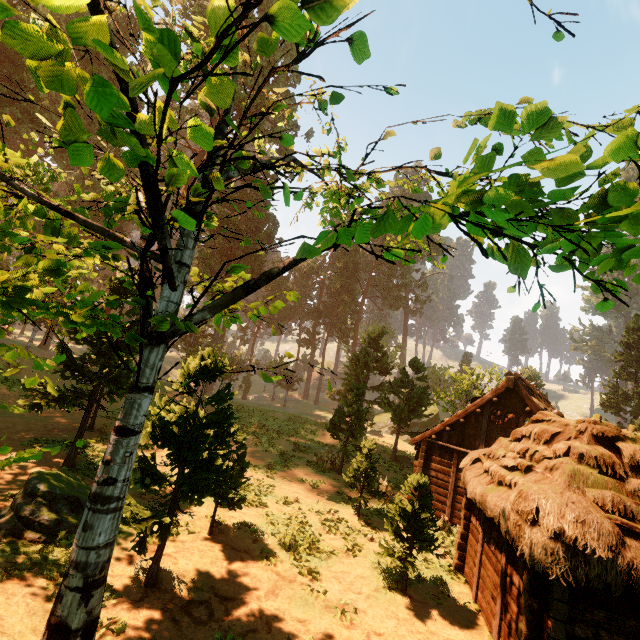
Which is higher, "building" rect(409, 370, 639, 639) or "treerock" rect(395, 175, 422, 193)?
"treerock" rect(395, 175, 422, 193)

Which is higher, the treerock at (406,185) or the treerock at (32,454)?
the treerock at (406,185)

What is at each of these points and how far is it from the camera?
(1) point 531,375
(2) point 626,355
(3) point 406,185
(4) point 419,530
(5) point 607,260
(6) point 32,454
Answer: (1) treerock, 45.2 meters
(2) treerock, 43.4 meters
(3) treerock, 6.6 meters
(4) treerock, 10.2 meters
(5) treerock, 3.7 meters
(6) treerock, 3.9 meters

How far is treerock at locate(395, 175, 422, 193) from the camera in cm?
638

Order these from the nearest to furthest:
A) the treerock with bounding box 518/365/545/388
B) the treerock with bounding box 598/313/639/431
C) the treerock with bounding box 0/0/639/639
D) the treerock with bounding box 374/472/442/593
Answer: the treerock with bounding box 0/0/639/639 < the treerock with bounding box 374/472/442/593 < the treerock with bounding box 598/313/639/431 < the treerock with bounding box 518/365/545/388
